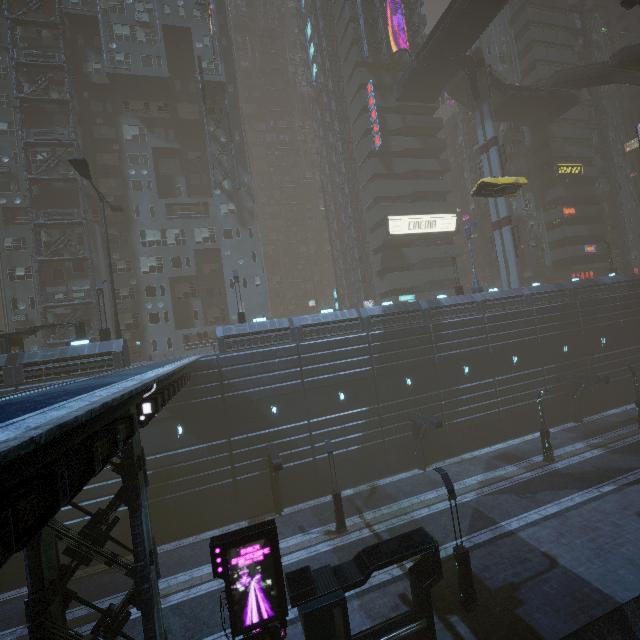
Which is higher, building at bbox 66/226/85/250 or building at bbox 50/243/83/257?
building at bbox 66/226/85/250

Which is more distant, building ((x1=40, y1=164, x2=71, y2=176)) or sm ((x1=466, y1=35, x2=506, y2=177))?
sm ((x1=466, y1=35, x2=506, y2=177))

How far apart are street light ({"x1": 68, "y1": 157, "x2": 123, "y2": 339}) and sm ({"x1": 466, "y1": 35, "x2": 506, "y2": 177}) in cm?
3812

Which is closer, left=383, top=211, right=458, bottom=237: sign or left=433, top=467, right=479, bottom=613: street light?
left=433, top=467, right=479, bottom=613: street light

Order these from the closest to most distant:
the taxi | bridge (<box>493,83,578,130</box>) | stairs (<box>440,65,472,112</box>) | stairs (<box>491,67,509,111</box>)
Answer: the taxi < stairs (<box>491,67,509,111</box>) < stairs (<box>440,65,472,112</box>) < bridge (<box>493,83,578,130</box>)

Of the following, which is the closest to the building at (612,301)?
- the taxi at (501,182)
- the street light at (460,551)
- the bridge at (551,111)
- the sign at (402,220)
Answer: the sign at (402,220)

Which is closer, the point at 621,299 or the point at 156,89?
the point at 621,299

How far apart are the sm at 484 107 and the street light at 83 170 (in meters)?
38.12
